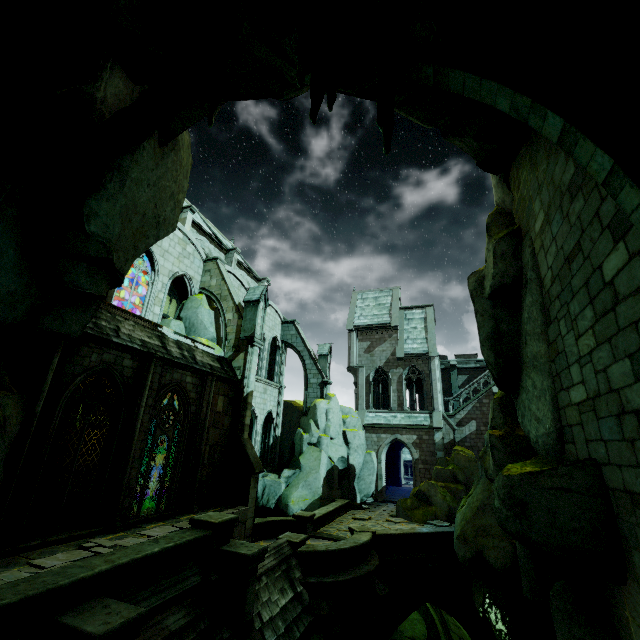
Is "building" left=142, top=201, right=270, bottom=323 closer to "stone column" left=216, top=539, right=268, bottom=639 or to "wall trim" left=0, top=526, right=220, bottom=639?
"wall trim" left=0, top=526, right=220, bottom=639

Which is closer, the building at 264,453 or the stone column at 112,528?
the stone column at 112,528

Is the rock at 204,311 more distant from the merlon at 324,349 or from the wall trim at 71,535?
the merlon at 324,349

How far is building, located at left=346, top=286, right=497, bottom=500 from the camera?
27.77m

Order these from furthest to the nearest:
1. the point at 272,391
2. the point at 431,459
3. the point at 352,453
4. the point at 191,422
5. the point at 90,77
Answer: the point at 272,391 → the point at 431,459 → the point at 352,453 → the point at 191,422 → the point at 90,77

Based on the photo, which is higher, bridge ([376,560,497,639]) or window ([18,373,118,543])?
window ([18,373,118,543])

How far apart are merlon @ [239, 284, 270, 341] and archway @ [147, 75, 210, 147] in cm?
1012

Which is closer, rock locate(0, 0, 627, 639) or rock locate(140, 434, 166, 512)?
rock locate(0, 0, 627, 639)
